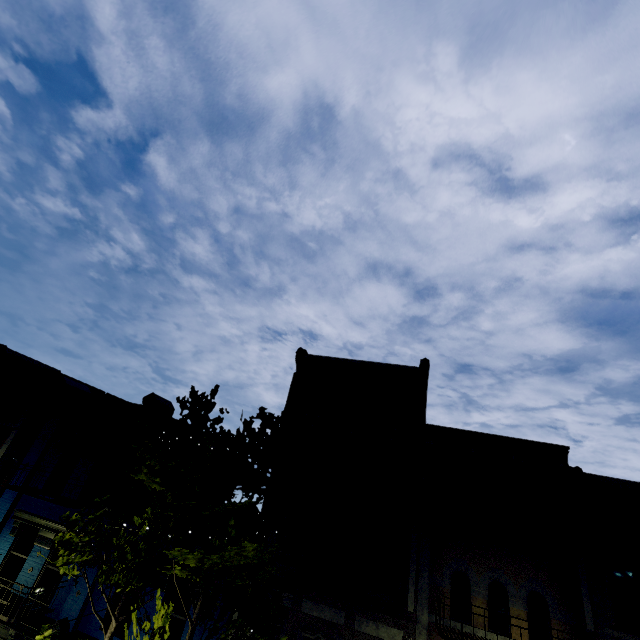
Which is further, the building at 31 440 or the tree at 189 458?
the building at 31 440

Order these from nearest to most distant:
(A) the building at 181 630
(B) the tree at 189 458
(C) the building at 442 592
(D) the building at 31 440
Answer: (B) the tree at 189 458, (C) the building at 442 592, (A) the building at 181 630, (D) the building at 31 440

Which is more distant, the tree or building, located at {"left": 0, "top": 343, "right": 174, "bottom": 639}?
building, located at {"left": 0, "top": 343, "right": 174, "bottom": 639}

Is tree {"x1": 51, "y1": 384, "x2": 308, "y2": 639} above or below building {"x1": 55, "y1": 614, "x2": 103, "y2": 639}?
above

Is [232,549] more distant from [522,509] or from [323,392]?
[522,509]

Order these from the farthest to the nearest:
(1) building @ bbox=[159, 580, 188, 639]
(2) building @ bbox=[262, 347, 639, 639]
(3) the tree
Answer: (1) building @ bbox=[159, 580, 188, 639], (2) building @ bbox=[262, 347, 639, 639], (3) the tree

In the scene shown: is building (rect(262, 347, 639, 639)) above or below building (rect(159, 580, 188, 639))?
above
